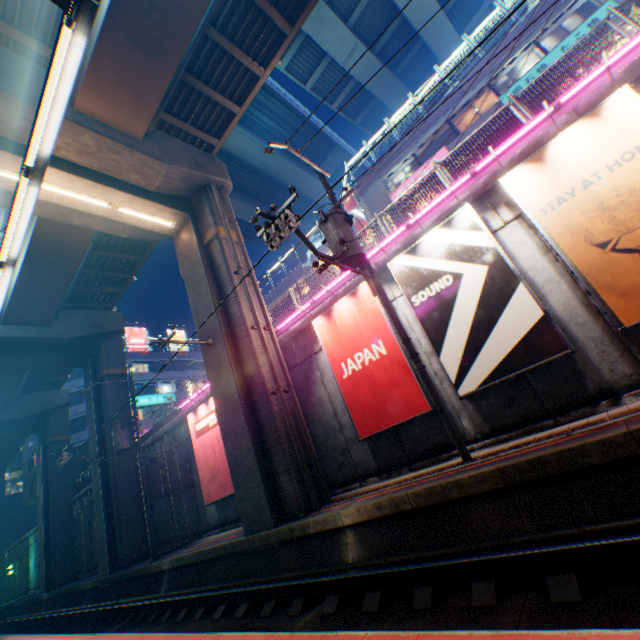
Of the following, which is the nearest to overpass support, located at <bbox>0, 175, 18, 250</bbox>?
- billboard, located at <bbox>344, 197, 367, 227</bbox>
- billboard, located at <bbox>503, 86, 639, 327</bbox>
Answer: billboard, located at <bbox>503, 86, 639, 327</bbox>

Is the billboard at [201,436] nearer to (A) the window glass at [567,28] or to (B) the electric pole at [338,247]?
(B) the electric pole at [338,247]

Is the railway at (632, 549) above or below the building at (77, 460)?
below

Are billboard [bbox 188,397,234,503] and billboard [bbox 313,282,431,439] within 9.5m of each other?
yes

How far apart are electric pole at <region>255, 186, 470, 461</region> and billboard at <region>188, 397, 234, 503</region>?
9.8 meters

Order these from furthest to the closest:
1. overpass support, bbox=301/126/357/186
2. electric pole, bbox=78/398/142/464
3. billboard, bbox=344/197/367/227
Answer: overpass support, bbox=301/126/357/186 → billboard, bbox=344/197/367/227 → electric pole, bbox=78/398/142/464

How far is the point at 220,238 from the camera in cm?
1336

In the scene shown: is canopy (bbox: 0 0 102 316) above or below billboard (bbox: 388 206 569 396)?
above
